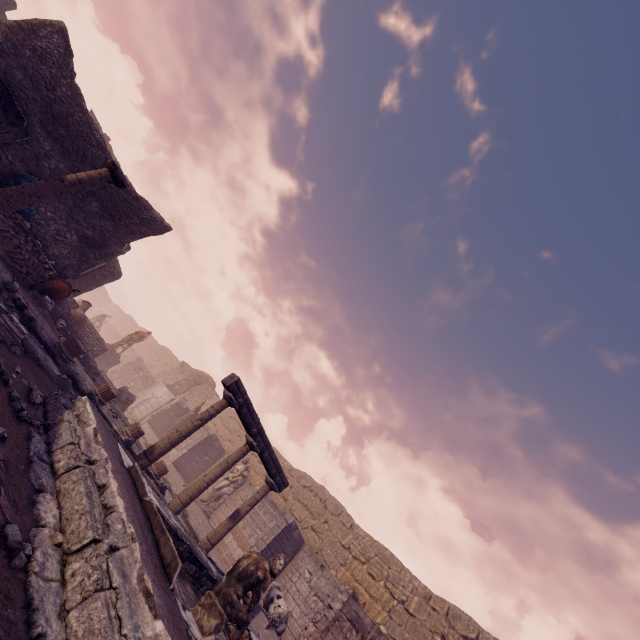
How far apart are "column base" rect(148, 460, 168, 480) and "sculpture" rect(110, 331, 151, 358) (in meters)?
10.02

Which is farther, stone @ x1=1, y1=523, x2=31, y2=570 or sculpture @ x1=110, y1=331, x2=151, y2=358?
sculpture @ x1=110, y1=331, x2=151, y2=358

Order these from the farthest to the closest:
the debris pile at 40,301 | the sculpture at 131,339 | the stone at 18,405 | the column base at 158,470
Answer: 1. the sculpture at 131,339
2. the column base at 158,470
3. the debris pile at 40,301
4. the stone at 18,405

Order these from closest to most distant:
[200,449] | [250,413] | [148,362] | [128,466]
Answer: [128,466] < [250,413] < [200,449] < [148,362]

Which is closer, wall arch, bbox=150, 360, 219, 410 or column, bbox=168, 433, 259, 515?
column, bbox=168, 433, 259, 515

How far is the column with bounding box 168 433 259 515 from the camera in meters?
7.1 m

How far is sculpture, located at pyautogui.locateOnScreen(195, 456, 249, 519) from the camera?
14.0m

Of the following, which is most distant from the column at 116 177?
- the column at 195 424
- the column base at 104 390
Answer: the column base at 104 390
